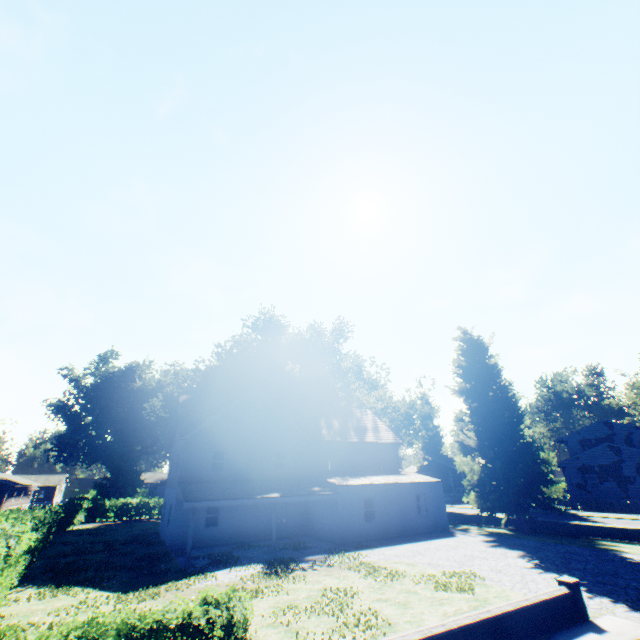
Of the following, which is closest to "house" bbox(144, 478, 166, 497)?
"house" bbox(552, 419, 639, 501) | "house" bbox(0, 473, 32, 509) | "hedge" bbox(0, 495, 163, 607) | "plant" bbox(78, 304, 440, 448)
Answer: "plant" bbox(78, 304, 440, 448)

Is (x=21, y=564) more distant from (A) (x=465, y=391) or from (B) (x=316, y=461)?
(A) (x=465, y=391)

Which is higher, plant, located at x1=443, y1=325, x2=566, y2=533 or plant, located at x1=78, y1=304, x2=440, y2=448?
plant, located at x1=78, y1=304, x2=440, y2=448

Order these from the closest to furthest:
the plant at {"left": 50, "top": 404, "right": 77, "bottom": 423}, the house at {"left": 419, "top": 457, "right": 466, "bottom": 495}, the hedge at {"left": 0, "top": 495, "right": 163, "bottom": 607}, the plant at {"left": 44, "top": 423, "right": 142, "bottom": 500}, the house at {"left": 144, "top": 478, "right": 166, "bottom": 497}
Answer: the hedge at {"left": 0, "top": 495, "right": 163, "bottom": 607}, the house at {"left": 144, "top": 478, "right": 166, "bottom": 497}, the house at {"left": 419, "top": 457, "right": 466, "bottom": 495}, the plant at {"left": 44, "top": 423, "right": 142, "bottom": 500}, the plant at {"left": 50, "top": 404, "right": 77, "bottom": 423}

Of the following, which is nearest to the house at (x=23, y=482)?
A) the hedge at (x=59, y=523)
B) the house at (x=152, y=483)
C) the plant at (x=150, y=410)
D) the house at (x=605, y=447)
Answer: the plant at (x=150, y=410)

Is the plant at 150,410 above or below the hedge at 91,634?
above

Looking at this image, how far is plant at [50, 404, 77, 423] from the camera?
58.59m
